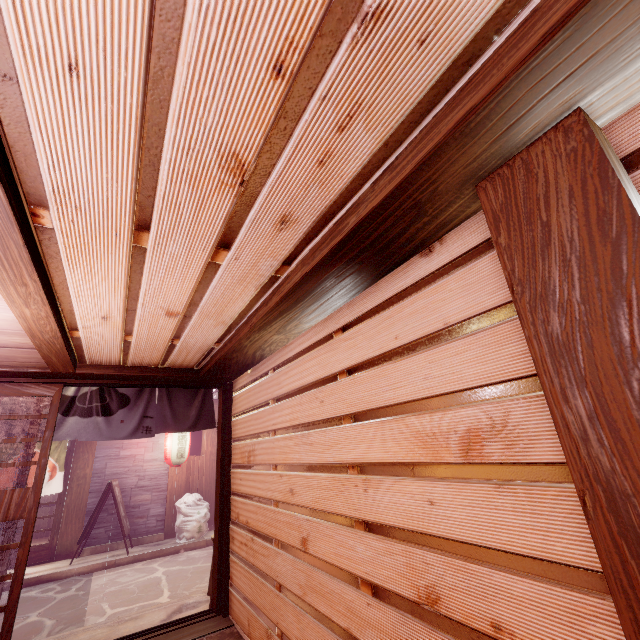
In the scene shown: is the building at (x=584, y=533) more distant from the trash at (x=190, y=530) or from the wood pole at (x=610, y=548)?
the trash at (x=190, y=530)

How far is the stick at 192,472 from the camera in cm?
1570

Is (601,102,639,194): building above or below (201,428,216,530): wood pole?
above

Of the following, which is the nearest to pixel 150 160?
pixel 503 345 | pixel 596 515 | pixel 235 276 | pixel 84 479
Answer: pixel 235 276

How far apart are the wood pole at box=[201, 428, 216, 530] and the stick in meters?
0.0 m

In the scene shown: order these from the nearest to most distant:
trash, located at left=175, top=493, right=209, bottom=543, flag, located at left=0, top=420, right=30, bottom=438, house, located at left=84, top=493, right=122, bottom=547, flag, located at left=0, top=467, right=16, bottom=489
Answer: flag, located at left=0, top=420, right=30, bottom=438, flag, located at left=0, top=467, right=16, bottom=489, house, located at left=84, top=493, right=122, bottom=547, trash, located at left=175, top=493, right=209, bottom=543

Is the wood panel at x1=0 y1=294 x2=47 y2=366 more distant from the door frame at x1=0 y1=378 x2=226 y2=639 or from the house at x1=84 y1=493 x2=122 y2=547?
the house at x1=84 y1=493 x2=122 y2=547

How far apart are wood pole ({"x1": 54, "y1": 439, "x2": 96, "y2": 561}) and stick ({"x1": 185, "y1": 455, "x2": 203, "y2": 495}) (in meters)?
3.84
